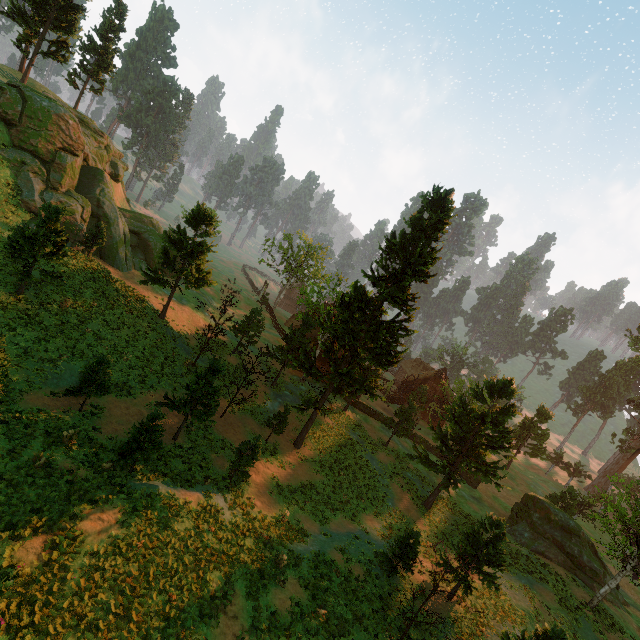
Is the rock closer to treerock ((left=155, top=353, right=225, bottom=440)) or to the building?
treerock ((left=155, top=353, right=225, bottom=440))

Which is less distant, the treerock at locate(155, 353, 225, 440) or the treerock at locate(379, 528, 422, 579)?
the treerock at locate(379, 528, 422, 579)

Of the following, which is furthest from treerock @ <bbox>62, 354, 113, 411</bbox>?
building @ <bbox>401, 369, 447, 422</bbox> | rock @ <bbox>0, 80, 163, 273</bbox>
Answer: rock @ <bbox>0, 80, 163, 273</bbox>

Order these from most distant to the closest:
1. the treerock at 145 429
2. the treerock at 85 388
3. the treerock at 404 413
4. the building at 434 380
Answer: the building at 434 380
the treerock at 404 413
the treerock at 85 388
the treerock at 145 429

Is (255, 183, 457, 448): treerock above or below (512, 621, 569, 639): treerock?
above

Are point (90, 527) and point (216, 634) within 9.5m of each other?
yes

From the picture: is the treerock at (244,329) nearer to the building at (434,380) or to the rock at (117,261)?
the building at (434,380)
